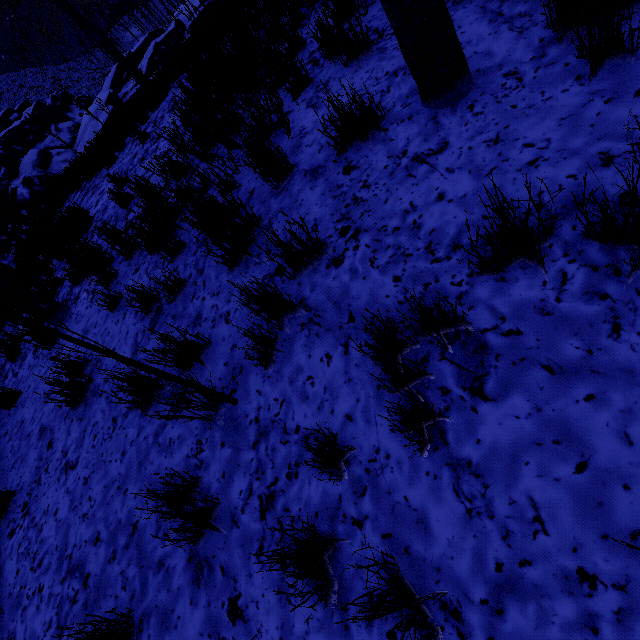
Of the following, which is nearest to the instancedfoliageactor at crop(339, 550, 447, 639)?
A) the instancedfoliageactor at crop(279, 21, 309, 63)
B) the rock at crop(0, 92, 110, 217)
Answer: the instancedfoliageactor at crop(279, 21, 309, 63)

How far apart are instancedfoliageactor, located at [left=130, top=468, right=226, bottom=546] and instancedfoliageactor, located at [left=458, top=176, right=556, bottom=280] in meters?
2.2

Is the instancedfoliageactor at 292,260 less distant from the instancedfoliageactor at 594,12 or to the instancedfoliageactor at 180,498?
the instancedfoliageactor at 594,12

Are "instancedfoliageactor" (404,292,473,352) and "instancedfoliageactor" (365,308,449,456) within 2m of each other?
yes

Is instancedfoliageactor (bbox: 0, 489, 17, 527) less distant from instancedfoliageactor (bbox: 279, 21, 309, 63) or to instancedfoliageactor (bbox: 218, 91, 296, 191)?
instancedfoliageactor (bbox: 218, 91, 296, 191)

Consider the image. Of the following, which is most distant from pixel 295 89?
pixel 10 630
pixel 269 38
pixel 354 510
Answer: pixel 10 630

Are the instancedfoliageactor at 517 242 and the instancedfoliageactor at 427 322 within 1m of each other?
yes

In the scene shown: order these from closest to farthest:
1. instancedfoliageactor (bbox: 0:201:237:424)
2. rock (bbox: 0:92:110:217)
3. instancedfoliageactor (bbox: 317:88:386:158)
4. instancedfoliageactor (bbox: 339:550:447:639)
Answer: instancedfoliageactor (bbox: 339:550:447:639) < instancedfoliageactor (bbox: 0:201:237:424) < instancedfoliageactor (bbox: 317:88:386:158) < rock (bbox: 0:92:110:217)
